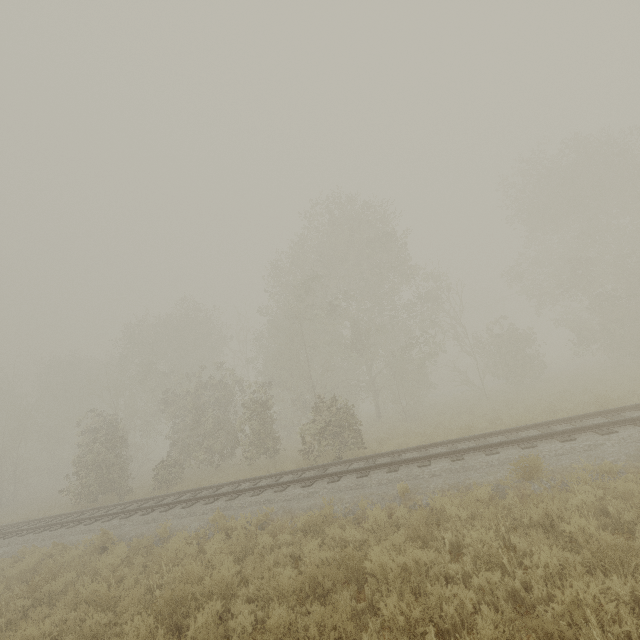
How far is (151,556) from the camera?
9.2m
